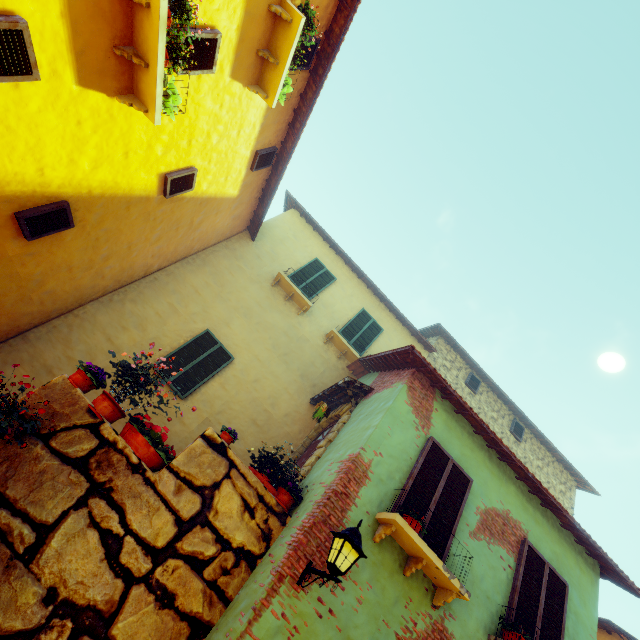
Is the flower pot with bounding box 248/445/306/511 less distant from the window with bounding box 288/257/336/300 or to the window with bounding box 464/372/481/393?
the window with bounding box 288/257/336/300

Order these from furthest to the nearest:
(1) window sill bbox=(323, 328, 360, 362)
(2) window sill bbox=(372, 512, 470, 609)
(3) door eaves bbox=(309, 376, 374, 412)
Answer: (1) window sill bbox=(323, 328, 360, 362), (3) door eaves bbox=(309, 376, 374, 412), (2) window sill bbox=(372, 512, 470, 609)

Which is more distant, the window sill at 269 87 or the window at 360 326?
the window at 360 326

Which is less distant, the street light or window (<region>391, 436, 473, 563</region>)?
the street light

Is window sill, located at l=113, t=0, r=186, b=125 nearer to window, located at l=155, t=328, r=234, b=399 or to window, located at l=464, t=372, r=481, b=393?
window, located at l=155, t=328, r=234, b=399

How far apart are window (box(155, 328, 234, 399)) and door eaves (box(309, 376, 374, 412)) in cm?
242

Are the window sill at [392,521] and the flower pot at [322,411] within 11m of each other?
yes

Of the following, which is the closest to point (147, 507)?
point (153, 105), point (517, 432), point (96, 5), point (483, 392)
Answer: point (153, 105)
